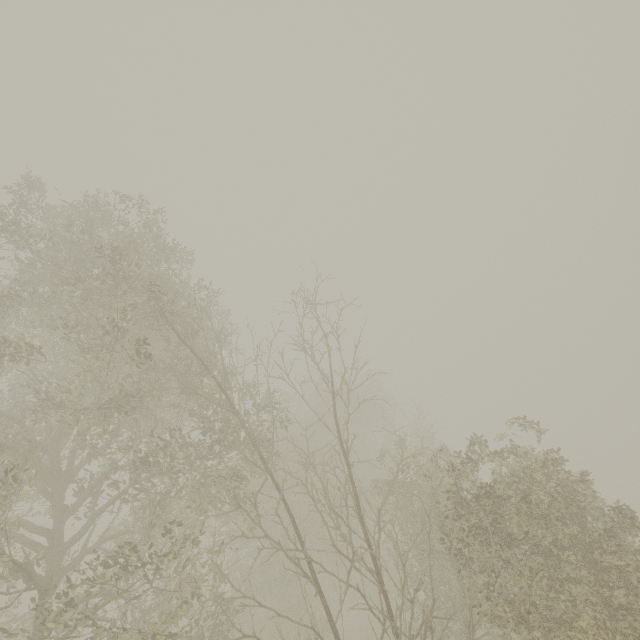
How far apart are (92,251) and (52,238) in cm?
99
